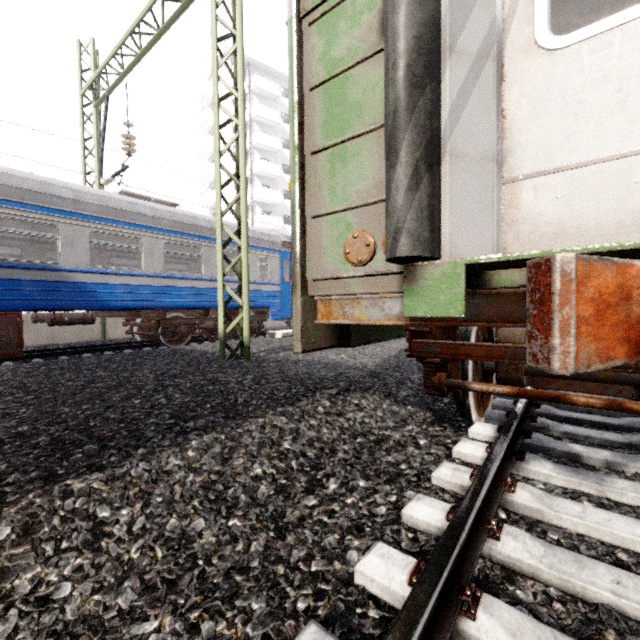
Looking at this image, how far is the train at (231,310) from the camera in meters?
10.5

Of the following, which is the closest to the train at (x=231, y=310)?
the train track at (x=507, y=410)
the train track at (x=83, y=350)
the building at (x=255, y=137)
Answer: the train track at (x=83, y=350)

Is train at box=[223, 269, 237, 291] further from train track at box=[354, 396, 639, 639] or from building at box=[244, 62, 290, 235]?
building at box=[244, 62, 290, 235]

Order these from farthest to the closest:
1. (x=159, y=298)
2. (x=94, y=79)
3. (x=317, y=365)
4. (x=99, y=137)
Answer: (x=99, y=137) → (x=94, y=79) → (x=159, y=298) → (x=317, y=365)

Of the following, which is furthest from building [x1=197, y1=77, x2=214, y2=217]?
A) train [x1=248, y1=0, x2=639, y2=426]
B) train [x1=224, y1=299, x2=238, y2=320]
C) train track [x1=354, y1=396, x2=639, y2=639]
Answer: train track [x1=354, y1=396, x2=639, y2=639]

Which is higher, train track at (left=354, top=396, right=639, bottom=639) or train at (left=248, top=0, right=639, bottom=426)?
train at (left=248, top=0, right=639, bottom=426)

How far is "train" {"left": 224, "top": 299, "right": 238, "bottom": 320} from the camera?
10.5m

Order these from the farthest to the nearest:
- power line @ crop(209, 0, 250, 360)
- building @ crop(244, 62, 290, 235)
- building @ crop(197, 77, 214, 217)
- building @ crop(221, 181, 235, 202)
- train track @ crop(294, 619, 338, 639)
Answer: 1. building @ crop(197, 77, 214, 217)
2. building @ crop(244, 62, 290, 235)
3. building @ crop(221, 181, 235, 202)
4. power line @ crop(209, 0, 250, 360)
5. train track @ crop(294, 619, 338, 639)
